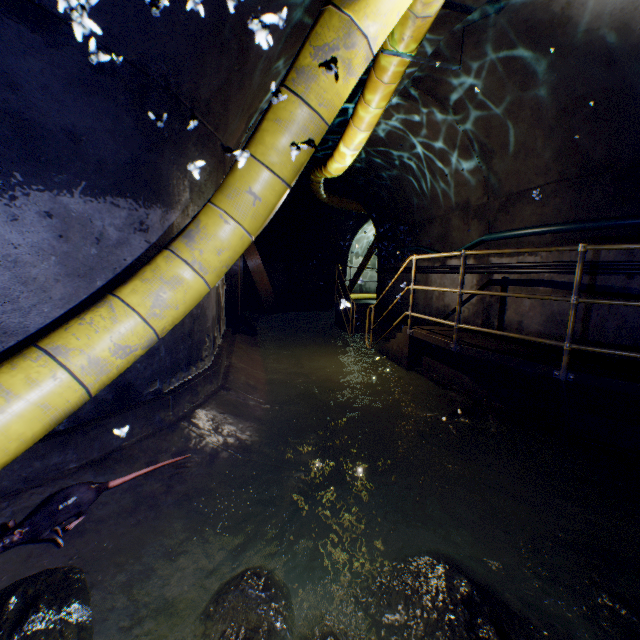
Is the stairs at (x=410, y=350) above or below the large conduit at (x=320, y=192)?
below

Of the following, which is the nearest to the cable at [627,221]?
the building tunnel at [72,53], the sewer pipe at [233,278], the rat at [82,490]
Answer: the building tunnel at [72,53]

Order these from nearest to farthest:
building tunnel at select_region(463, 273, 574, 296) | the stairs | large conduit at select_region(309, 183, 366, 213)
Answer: building tunnel at select_region(463, 273, 574, 296), the stairs, large conduit at select_region(309, 183, 366, 213)

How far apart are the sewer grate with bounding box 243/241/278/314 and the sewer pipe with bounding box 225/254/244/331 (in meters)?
0.00

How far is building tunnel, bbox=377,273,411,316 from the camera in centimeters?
847cm

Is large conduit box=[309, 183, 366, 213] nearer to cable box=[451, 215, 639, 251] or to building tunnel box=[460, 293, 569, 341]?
building tunnel box=[460, 293, 569, 341]

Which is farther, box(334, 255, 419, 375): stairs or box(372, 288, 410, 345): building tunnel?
box(372, 288, 410, 345): building tunnel

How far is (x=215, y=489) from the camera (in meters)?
2.43
